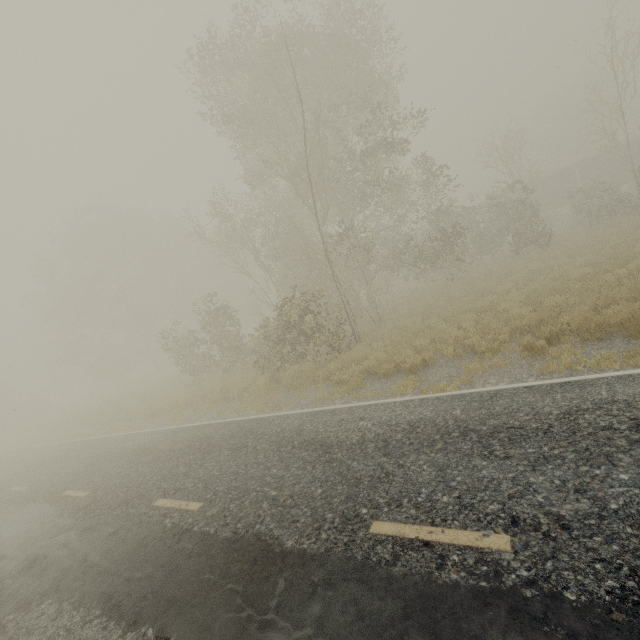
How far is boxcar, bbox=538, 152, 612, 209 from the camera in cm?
3241

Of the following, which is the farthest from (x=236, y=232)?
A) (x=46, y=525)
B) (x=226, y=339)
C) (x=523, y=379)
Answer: (x=523, y=379)

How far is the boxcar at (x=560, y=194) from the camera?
32.4m
